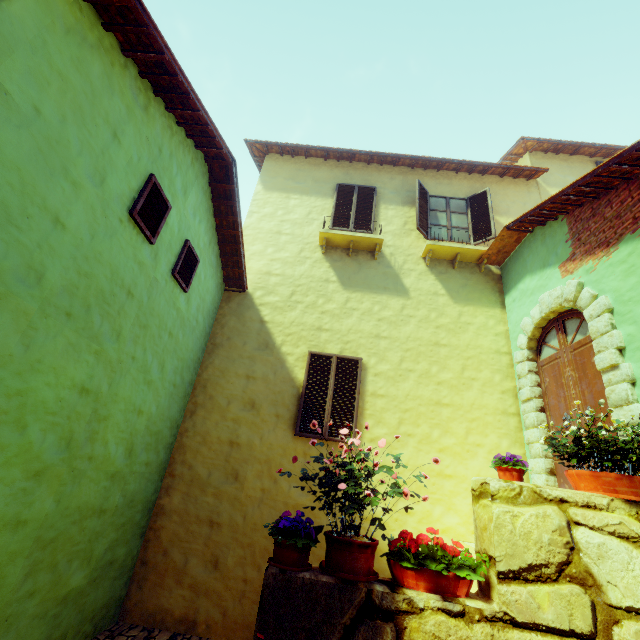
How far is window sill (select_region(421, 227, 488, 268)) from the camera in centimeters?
732cm

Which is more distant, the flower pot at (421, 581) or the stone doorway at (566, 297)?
the stone doorway at (566, 297)

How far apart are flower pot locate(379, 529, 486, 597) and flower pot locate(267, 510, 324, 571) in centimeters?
8cm

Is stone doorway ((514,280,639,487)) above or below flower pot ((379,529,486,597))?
above

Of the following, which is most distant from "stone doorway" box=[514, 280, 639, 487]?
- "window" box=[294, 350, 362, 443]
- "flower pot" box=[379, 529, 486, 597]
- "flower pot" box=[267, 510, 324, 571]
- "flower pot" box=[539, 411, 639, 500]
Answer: "flower pot" box=[267, 510, 324, 571]

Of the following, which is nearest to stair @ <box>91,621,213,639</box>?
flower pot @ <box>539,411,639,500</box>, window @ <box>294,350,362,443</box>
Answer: window @ <box>294,350,362,443</box>

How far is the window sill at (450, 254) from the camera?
7.3m

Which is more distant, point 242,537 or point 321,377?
point 321,377
